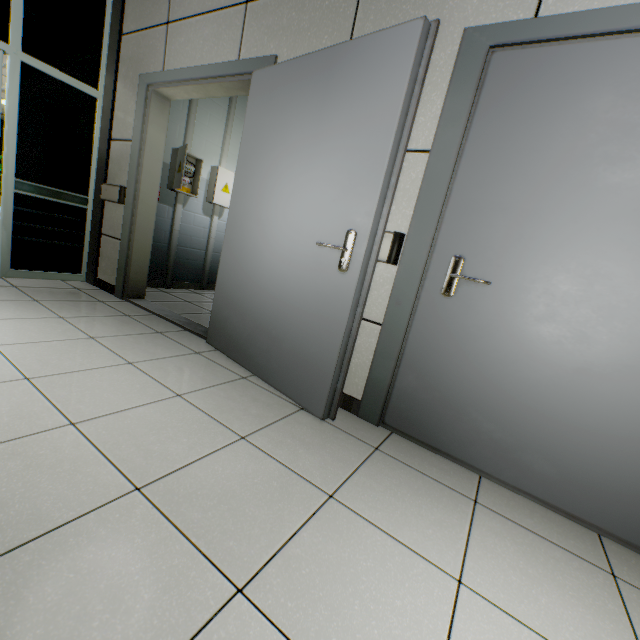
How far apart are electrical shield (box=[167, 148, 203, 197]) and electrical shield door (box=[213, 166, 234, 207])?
0.27m

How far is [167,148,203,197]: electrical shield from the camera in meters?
4.1

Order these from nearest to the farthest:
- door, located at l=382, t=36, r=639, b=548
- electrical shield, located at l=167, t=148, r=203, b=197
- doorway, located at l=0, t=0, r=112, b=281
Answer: door, located at l=382, t=36, r=639, b=548 → doorway, located at l=0, t=0, r=112, b=281 → electrical shield, located at l=167, t=148, r=203, b=197

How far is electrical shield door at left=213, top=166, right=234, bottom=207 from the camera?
4.6 meters

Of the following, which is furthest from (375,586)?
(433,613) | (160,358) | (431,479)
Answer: (160,358)

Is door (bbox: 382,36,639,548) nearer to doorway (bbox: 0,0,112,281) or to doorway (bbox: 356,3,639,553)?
doorway (bbox: 356,3,639,553)

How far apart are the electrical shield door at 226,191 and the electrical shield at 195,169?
0.3 meters

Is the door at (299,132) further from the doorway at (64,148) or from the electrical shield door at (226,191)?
the electrical shield door at (226,191)
